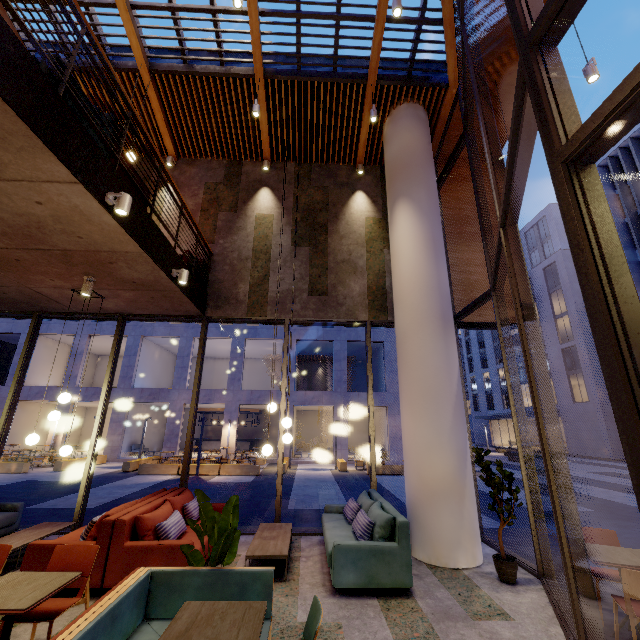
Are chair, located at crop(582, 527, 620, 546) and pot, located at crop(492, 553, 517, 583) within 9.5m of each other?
yes

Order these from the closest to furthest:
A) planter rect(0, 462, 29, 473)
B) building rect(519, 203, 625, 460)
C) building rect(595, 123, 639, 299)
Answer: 1. planter rect(0, 462, 29, 473)
2. building rect(595, 123, 639, 299)
3. building rect(519, 203, 625, 460)

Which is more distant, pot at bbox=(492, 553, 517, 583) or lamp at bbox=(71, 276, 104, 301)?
lamp at bbox=(71, 276, 104, 301)

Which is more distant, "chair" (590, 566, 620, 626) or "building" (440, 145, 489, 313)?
"building" (440, 145, 489, 313)

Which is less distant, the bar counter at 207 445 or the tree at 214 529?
the tree at 214 529

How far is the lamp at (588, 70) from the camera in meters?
5.1 m

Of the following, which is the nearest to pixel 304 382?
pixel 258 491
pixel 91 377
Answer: pixel 258 491

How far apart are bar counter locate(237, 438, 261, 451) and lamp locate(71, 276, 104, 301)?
25.2m
